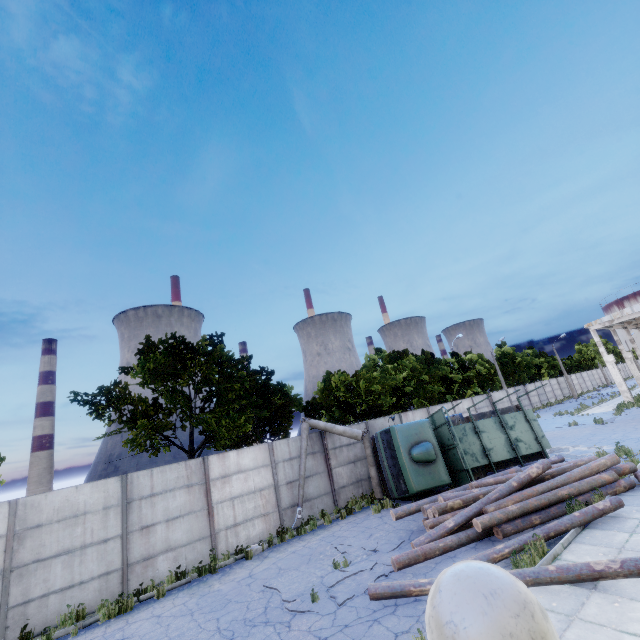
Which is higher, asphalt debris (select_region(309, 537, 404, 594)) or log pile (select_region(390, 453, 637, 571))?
log pile (select_region(390, 453, 637, 571))

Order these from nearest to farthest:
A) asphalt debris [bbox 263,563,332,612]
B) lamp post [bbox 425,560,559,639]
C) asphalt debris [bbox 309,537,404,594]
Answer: lamp post [bbox 425,560,559,639], asphalt debris [bbox 263,563,332,612], asphalt debris [bbox 309,537,404,594]

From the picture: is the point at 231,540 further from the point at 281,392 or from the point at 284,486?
the point at 281,392

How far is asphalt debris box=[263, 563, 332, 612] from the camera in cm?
756

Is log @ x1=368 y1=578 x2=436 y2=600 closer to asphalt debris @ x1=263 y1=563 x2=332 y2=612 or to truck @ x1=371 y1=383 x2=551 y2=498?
asphalt debris @ x1=263 y1=563 x2=332 y2=612

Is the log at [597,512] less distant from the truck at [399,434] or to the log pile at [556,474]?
the log pile at [556,474]

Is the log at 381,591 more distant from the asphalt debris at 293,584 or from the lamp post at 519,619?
the lamp post at 519,619
